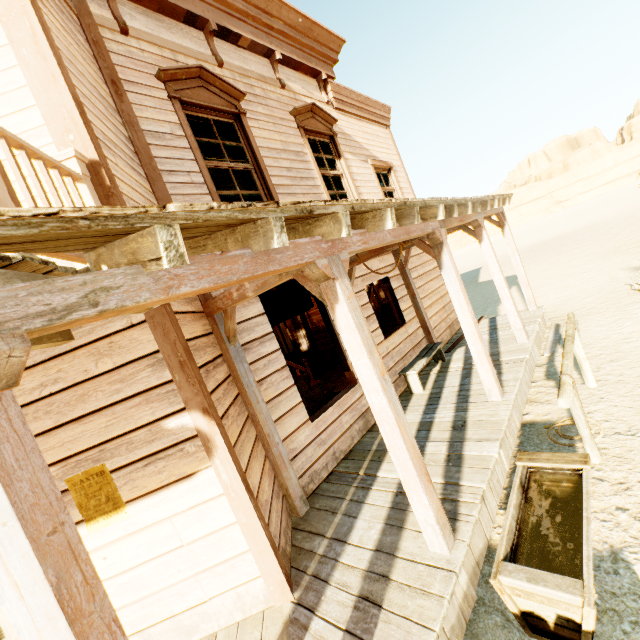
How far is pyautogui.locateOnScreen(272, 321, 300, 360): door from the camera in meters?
13.7

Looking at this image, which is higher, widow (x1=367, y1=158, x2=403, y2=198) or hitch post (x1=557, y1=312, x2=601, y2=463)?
widow (x1=367, y1=158, x2=403, y2=198)

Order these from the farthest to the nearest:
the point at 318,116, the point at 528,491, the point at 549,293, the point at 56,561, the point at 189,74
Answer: the point at 549,293 → the point at 318,116 → the point at 189,74 → the point at 528,491 → the point at 56,561

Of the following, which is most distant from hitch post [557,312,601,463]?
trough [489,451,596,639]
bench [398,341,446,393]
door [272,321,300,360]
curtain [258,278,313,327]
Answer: door [272,321,300,360]

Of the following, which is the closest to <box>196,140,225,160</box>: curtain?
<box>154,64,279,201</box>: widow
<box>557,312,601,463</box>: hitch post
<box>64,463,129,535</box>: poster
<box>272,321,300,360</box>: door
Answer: <box>154,64,279,201</box>: widow

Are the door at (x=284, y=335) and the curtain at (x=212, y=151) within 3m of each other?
no

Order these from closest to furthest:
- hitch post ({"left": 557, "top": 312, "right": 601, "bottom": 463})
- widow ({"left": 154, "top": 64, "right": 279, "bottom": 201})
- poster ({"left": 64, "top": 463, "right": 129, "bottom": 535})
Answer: poster ({"left": 64, "top": 463, "right": 129, "bottom": 535}) → hitch post ({"left": 557, "top": 312, "right": 601, "bottom": 463}) → widow ({"left": 154, "top": 64, "right": 279, "bottom": 201})

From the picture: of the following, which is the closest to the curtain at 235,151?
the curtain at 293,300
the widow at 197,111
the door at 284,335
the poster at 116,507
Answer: the widow at 197,111
